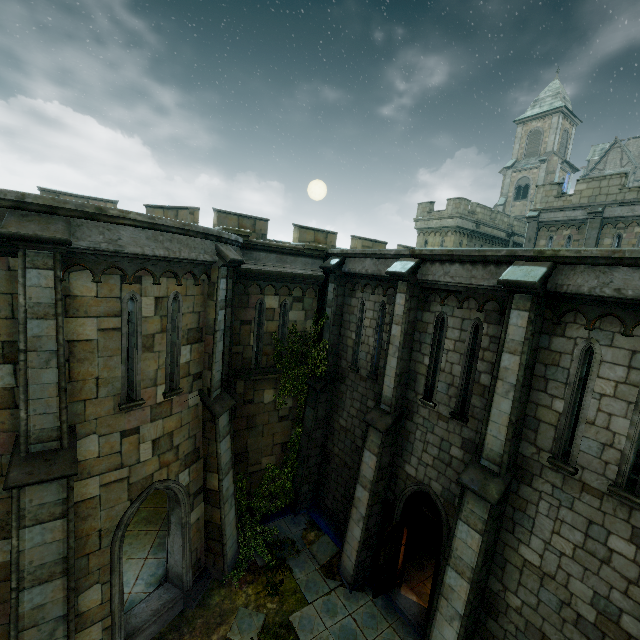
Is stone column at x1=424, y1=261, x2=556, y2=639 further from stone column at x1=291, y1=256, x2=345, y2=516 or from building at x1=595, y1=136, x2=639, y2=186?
building at x1=595, y1=136, x2=639, y2=186

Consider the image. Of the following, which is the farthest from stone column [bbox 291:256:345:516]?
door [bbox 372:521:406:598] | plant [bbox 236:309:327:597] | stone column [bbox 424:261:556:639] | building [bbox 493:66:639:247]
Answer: building [bbox 493:66:639:247]

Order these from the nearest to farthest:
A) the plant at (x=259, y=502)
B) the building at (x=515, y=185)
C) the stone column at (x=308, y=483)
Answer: the plant at (x=259, y=502) < the stone column at (x=308, y=483) < the building at (x=515, y=185)

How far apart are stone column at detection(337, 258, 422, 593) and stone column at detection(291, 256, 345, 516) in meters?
2.5

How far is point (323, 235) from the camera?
16.38m

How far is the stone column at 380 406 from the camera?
9.1m

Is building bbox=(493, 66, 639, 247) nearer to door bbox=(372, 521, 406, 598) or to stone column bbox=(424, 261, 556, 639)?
stone column bbox=(424, 261, 556, 639)

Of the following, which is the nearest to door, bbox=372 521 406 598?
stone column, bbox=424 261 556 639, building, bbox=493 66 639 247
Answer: stone column, bbox=424 261 556 639
